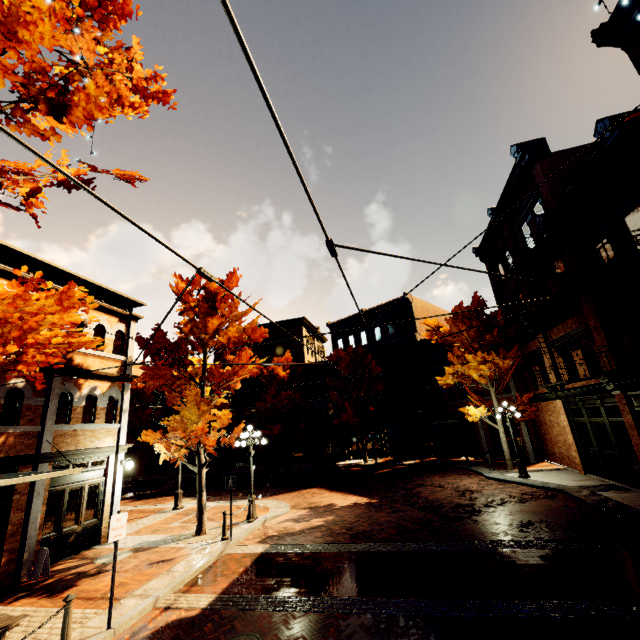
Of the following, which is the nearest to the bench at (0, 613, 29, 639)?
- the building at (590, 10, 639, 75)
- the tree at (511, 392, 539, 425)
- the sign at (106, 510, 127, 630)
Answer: the sign at (106, 510, 127, 630)

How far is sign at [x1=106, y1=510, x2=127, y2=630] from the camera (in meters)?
6.34

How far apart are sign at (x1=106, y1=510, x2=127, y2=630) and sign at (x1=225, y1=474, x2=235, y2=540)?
4.6 meters

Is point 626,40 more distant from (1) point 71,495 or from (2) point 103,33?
(1) point 71,495

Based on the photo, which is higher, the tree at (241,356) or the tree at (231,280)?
the tree at (231,280)

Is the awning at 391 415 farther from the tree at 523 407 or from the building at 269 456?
the tree at 523 407

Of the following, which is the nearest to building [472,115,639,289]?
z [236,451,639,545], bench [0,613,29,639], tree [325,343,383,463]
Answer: tree [325,343,383,463]

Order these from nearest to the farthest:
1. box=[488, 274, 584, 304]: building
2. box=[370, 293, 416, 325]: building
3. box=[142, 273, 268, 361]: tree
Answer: box=[142, 273, 268, 361]: tree < box=[488, 274, 584, 304]: building < box=[370, 293, 416, 325]: building
